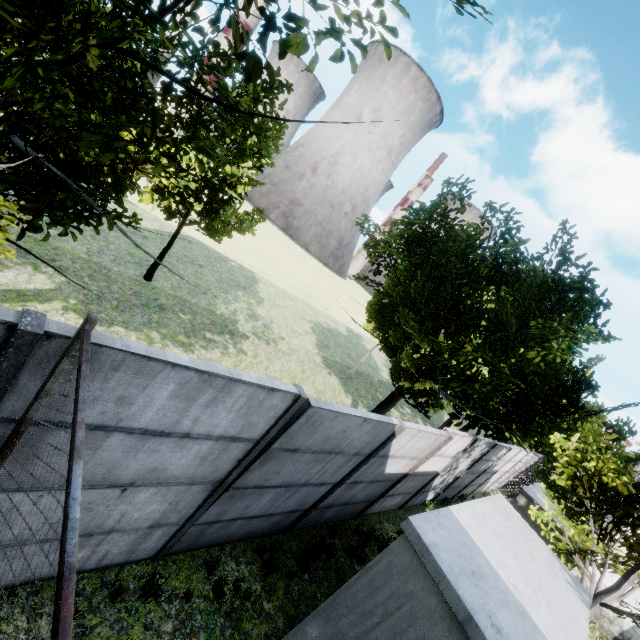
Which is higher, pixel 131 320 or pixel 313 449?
pixel 313 449

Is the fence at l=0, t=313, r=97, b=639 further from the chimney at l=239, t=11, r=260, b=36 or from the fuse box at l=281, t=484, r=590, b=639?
the chimney at l=239, t=11, r=260, b=36

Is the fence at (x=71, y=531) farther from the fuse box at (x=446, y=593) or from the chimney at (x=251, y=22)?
the chimney at (x=251, y=22)

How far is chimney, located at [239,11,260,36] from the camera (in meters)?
50.28

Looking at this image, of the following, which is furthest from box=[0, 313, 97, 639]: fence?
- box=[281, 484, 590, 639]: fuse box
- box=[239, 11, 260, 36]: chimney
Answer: box=[239, 11, 260, 36]: chimney

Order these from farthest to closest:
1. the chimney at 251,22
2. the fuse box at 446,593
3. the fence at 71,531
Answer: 1. the chimney at 251,22
2. the fuse box at 446,593
3. the fence at 71,531
